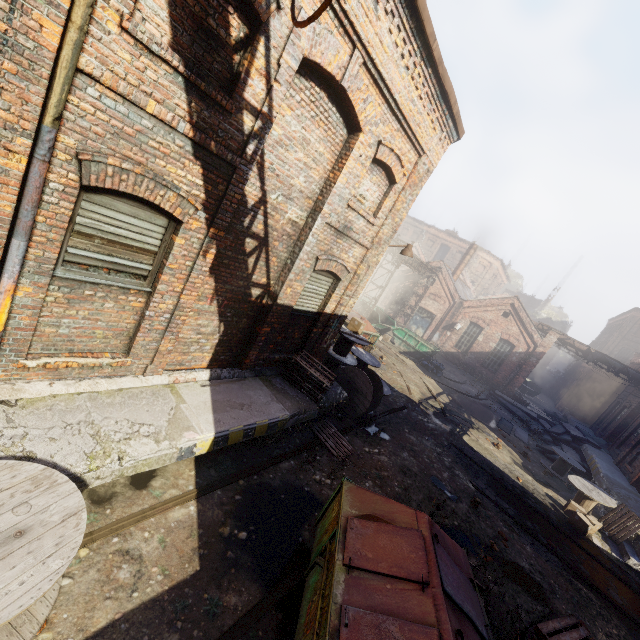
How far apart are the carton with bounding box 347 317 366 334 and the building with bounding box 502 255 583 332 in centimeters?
5134cm

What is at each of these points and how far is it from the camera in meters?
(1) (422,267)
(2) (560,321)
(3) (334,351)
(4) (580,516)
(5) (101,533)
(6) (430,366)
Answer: (1) pipe, 26.5 m
(2) building, 51.2 m
(3) spool, 11.9 m
(4) carton, 11.0 m
(5) track, 4.1 m
(6) trash bag, 21.5 m

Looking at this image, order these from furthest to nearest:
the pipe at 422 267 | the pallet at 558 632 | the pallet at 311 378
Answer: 1. the pipe at 422 267
2. the pallet at 311 378
3. the pallet at 558 632

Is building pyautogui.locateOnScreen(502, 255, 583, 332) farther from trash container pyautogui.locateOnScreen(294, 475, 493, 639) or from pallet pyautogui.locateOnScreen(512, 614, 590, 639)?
trash container pyautogui.locateOnScreen(294, 475, 493, 639)

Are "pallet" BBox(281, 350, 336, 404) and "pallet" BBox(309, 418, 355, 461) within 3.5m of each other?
yes

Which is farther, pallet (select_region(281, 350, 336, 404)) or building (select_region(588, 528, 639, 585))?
building (select_region(588, 528, 639, 585))

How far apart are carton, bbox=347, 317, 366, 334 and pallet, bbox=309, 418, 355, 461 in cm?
394

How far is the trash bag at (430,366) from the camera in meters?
21.5 m
